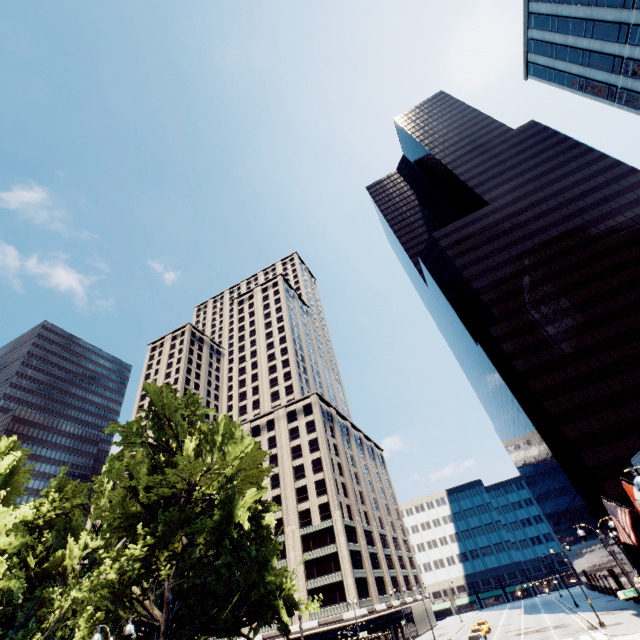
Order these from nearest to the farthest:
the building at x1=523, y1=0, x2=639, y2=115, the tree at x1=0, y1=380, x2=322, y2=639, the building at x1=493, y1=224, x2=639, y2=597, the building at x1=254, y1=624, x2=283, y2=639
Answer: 1. the tree at x1=0, y1=380, x2=322, y2=639
2. the building at x1=523, y1=0, x2=639, y2=115
3. the building at x1=493, y1=224, x2=639, y2=597
4. the building at x1=254, y1=624, x2=283, y2=639

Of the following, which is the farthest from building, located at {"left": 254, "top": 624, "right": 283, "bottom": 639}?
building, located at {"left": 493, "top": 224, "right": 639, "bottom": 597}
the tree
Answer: building, located at {"left": 493, "top": 224, "right": 639, "bottom": 597}

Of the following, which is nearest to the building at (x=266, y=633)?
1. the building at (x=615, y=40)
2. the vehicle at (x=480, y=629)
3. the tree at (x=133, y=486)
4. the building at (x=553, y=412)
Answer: the tree at (x=133, y=486)

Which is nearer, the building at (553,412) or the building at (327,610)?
the building at (553,412)

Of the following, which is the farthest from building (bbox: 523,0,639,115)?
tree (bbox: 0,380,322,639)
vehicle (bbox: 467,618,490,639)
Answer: vehicle (bbox: 467,618,490,639)

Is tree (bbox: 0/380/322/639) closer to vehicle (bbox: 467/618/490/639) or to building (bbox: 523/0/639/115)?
building (bbox: 523/0/639/115)

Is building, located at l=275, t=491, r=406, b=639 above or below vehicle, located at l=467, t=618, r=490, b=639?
above

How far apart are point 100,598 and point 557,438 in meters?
57.0
